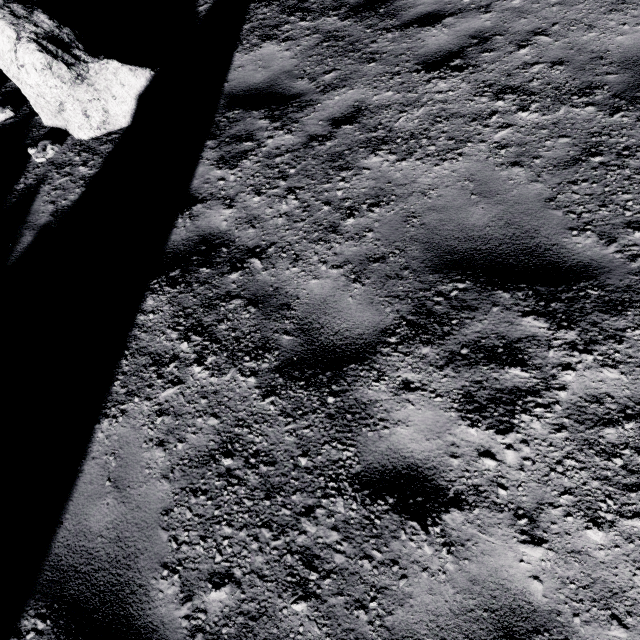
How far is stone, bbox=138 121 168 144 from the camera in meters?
4.8

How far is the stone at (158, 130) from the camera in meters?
4.8

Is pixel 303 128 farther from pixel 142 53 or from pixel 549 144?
pixel 142 53
